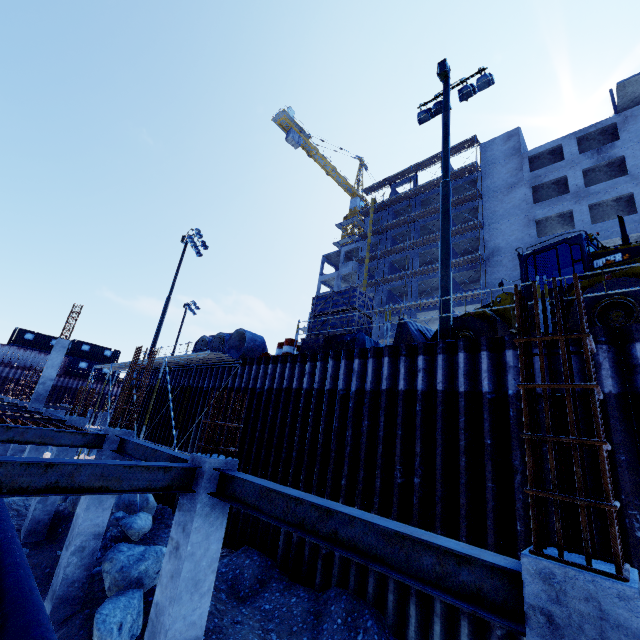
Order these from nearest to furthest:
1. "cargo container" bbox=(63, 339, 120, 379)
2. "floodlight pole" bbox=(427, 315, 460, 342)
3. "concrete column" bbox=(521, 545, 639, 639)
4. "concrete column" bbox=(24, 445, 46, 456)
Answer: "concrete column" bbox=(521, 545, 639, 639)
"floodlight pole" bbox=(427, 315, 460, 342)
"concrete column" bbox=(24, 445, 46, 456)
"cargo container" bbox=(63, 339, 120, 379)

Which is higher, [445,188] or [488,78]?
[488,78]

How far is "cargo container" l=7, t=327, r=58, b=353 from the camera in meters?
39.8

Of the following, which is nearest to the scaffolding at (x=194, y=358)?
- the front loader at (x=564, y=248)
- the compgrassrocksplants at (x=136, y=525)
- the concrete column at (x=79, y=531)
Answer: the compgrassrocksplants at (x=136, y=525)

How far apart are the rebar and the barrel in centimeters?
1013cm

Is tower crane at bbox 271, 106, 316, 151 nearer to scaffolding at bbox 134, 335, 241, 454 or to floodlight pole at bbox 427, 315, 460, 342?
scaffolding at bbox 134, 335, 241, 454

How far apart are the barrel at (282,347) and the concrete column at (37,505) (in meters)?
7.60

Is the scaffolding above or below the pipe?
above
